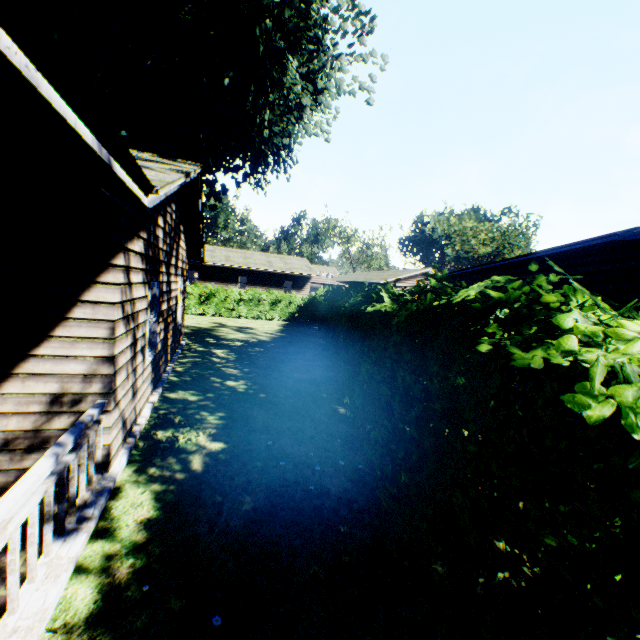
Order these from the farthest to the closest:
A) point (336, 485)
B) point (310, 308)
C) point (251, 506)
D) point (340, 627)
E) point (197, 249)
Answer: point (310, 308), point (197, 249), point (336, 485), point (251, 506), point (340, 627)

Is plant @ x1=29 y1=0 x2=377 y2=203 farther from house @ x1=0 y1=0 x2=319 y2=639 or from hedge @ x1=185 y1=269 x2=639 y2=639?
hedge @ x1=185 y1=269 x2=639 y2=639

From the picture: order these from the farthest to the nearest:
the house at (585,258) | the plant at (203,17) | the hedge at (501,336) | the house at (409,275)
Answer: the house at (409,275) → the plant at (203,17) → the house at (585,258) → the hedge at (501,336)

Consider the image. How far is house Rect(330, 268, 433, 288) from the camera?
37.4 meters

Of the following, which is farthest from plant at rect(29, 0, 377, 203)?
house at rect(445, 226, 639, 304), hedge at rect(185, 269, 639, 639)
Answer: house at rect(445, 226, 639, 304)

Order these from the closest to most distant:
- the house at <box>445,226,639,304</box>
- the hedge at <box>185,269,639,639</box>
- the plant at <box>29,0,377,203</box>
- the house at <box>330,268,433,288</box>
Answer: the hedge at <box>185,269,639,639</box>, the house at <box>445,226,639,304</box>, the plant at <box>29,0,377,203</box>, the house at <box>330,268,433,288</box>

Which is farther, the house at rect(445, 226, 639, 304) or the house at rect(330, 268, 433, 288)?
the house at rect(330, 268, 433, 288)

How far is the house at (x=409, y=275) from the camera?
37.41m
